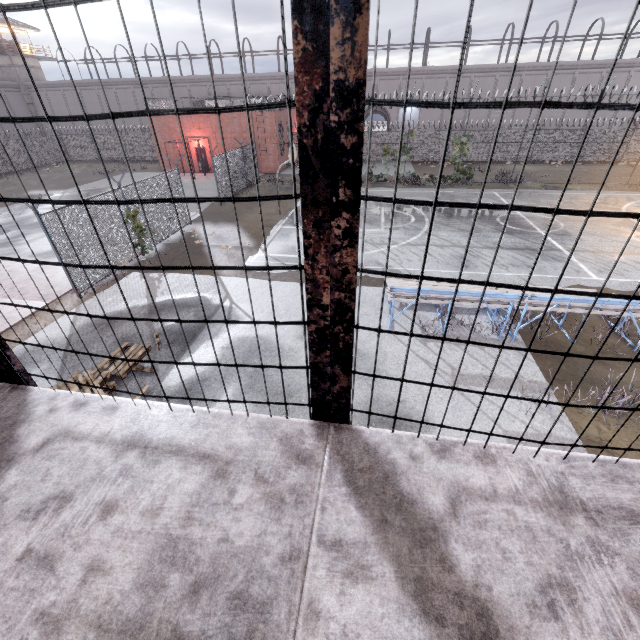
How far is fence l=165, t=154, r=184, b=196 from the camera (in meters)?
15.65

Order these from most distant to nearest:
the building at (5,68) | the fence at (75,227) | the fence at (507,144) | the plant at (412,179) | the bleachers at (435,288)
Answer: the building at (5,68), the plant at (412,179), the fence at (507,144), the fence at (75,227), the bleachers at (435,288)

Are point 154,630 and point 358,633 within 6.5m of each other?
yes

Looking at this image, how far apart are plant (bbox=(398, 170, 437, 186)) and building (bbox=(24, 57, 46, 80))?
50.48m

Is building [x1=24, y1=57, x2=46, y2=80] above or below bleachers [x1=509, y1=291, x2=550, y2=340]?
above

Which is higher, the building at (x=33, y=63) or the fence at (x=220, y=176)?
the building at (x=33, y=63)

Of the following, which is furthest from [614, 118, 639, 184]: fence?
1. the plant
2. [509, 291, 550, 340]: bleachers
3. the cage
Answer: [509, 291, 550, 340]: bleachers

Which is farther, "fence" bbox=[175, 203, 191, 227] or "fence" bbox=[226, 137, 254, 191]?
"fence" bbox=[226, 137, 254, 191]
